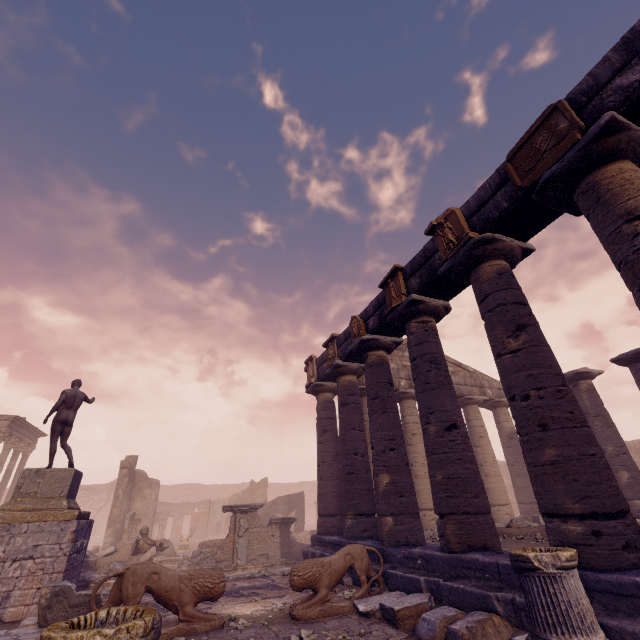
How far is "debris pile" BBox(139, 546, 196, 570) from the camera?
12.4 meters

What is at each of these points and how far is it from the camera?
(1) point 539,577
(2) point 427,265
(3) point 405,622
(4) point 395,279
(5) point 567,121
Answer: (1) column base, 3.55m
(2) entablature, 7.88m
(3) debris pile, 5.33m
(4) relief sculpture, 8.93m
(5) relief sculpture, 4.99m

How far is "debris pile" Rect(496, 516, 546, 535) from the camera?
8.83m

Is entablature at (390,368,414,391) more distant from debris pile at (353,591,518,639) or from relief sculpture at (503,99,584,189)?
debris pile at (353,591,518,639)

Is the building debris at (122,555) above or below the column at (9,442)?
below

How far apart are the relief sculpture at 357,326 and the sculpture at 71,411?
8.9m

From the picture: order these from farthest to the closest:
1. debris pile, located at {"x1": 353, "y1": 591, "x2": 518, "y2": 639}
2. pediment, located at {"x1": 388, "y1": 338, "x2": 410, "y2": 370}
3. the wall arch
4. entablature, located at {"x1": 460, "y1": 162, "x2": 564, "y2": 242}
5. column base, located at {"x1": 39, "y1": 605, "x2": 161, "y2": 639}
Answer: the wall arch
pediment, located at {"x1": 388, "y1": 338, "x2": 410, "y2": 370}
entablature, located at {"x1": 460, "y1": 162, "x2": 564, "y2": 242}
debris pile, located at {"x1": 353, "y1": 591, "x2": 518, "y2": 639}
column base, located at {"x1": 39, "y1": 605, "x2": 161, "y2": 639}

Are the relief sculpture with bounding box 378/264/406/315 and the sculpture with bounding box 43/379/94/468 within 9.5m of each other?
no
